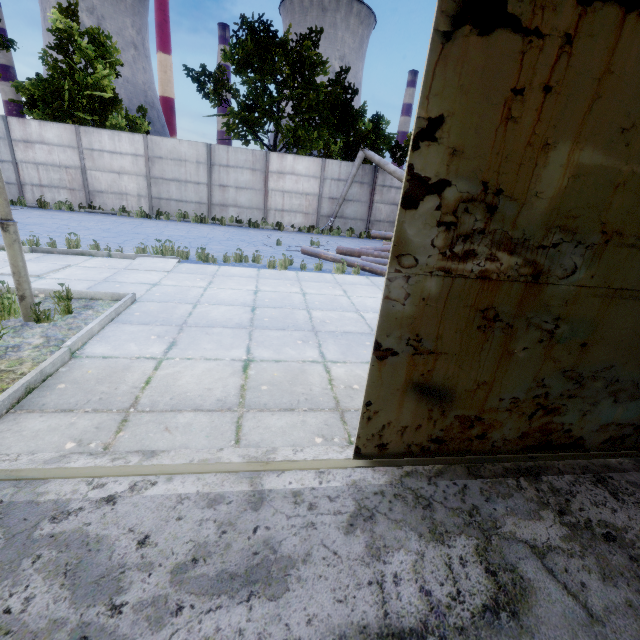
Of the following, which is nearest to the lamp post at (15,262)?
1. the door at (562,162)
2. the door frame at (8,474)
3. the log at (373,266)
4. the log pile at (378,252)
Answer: the door frame at (8,474)

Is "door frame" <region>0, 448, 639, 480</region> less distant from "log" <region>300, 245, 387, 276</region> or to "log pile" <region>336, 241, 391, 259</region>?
"log" <region>300, 245, 387, 276</region>

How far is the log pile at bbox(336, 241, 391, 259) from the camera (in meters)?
11.41

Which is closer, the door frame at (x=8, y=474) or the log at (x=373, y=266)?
the door frame at (x=8, y=474)

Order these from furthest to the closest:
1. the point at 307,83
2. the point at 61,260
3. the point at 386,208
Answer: the point at 386,208
the point at 307,83
the point at 61,260

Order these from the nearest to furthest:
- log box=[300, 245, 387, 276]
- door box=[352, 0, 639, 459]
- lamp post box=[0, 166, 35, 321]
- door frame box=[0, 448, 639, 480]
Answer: door box=[352, 0, 639, 459], door frame box=[0, 448, 639, 480], lamp post box=[0, 166, 35, 321], log box=[300, 245, 387, 276]

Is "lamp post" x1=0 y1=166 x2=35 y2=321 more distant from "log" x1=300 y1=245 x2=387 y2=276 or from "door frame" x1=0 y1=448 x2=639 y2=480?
"log" x1=300 y1=245 x2=387 y2=276
